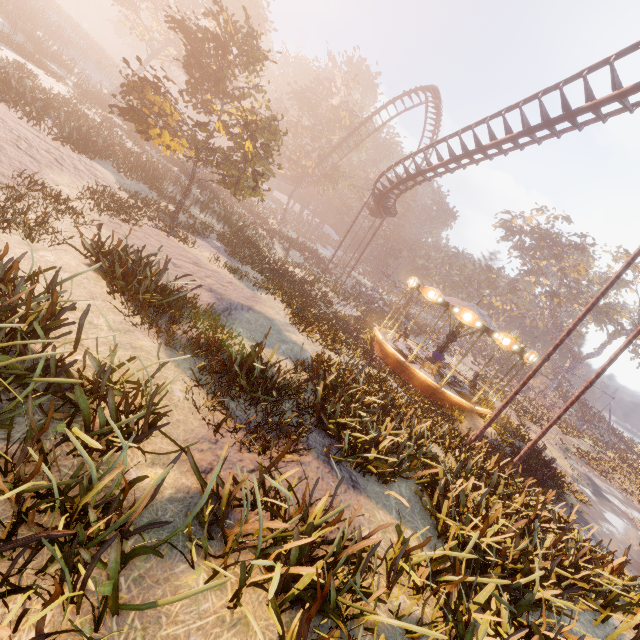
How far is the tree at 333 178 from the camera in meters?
41.9 m

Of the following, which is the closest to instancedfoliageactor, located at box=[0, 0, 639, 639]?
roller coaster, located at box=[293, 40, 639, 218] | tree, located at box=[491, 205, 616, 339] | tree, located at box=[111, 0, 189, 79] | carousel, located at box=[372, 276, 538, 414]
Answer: carousel, located at box=[372, 276, 538, 414]

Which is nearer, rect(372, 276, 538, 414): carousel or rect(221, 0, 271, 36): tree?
rect(372, 276, 538, 414): carousel

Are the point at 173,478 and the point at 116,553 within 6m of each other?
yes

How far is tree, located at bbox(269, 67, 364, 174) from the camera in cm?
3953

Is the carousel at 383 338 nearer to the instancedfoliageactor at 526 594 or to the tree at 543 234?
the instancedfoliageactor at 526 594

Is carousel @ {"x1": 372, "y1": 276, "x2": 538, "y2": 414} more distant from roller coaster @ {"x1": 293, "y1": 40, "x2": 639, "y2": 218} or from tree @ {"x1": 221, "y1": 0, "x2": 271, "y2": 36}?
tree @ {"x1": 221, "y1": 0, "x2": 271, "y2": 36}
